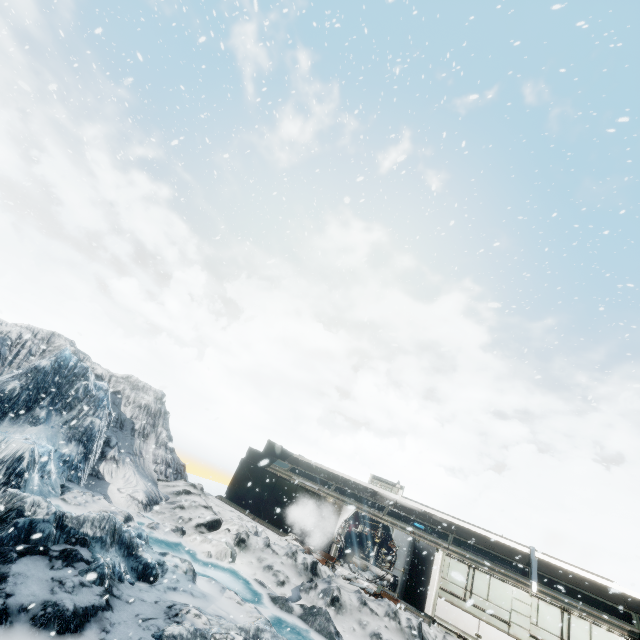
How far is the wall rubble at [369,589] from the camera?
14.50m

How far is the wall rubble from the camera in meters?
14.5

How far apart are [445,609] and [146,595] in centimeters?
1375cm
